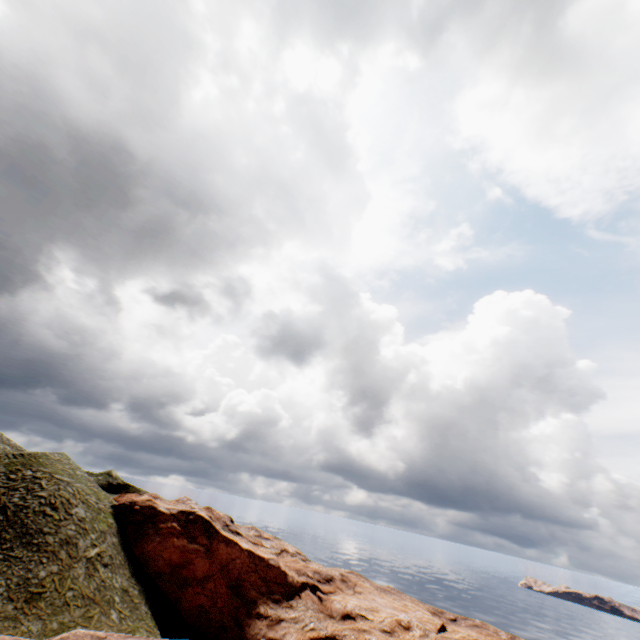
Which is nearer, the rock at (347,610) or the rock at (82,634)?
the rock at (82,634)

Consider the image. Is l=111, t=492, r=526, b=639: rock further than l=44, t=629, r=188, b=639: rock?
Yes

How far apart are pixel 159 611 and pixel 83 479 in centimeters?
1708cm
